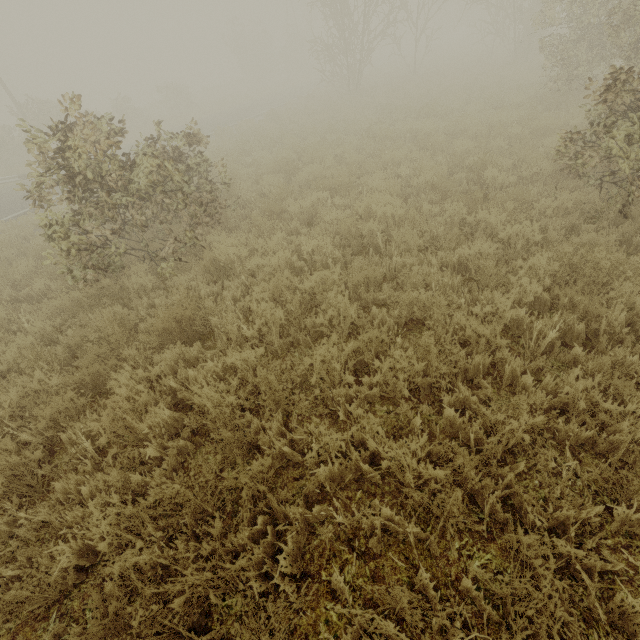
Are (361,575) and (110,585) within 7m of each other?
yes
